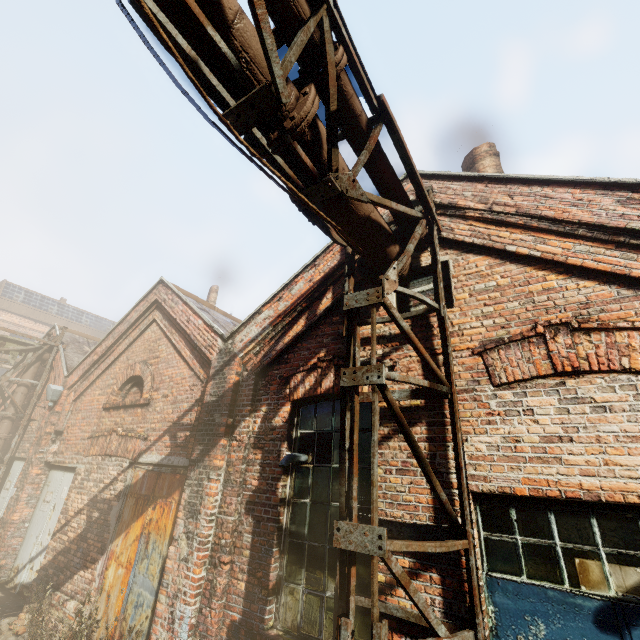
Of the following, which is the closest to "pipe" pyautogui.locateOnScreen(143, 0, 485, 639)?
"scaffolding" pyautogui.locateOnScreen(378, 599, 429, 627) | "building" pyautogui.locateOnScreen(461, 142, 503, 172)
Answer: "scaffolding" pyautogui.locateOnScreen(378, 599, 429, 627)

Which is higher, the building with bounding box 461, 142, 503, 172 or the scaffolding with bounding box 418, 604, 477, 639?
the building with bounding box 461, 142, 503, 172

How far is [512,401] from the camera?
3.3 meters

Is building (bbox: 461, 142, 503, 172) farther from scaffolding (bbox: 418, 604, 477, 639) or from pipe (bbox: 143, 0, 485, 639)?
scaffolding (bbox: 418, 604, 477, 639)

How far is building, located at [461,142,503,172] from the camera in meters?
7.2

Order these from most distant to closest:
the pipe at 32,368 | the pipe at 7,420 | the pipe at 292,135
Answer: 1. the pipe at 32,368
2. the pipe at 7,420
3. the pipe at 292,135

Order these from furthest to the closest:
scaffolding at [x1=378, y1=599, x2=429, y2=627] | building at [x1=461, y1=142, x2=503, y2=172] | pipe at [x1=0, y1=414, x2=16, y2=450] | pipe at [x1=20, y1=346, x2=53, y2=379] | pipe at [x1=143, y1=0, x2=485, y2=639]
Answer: pipe at [x1=20, y1=346, x2=53, y2=379] < pipe at [x1=0, y1=414, x2=16, y2=450] < building at [x1=461, y1=142, x2=503, y2=172] < scaffolding at [x1=378, y1=599, x2=429, y2=627] < pipe at [x1=143, y1=0, x2=485, y2=639]

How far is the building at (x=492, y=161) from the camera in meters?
7.2
